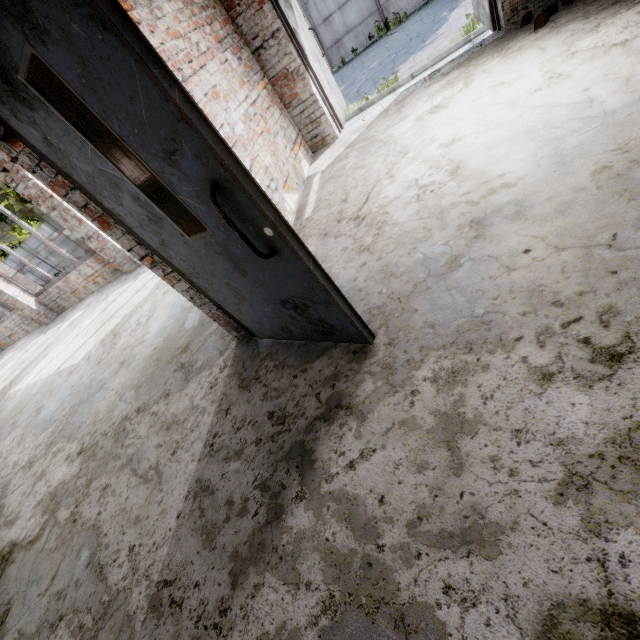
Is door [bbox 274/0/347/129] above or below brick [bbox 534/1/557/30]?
above

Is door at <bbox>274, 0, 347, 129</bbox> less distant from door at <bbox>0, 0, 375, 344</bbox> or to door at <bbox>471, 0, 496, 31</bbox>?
door at <bbox>471, 0, 496, 31</bbox>

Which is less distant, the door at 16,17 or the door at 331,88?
the door at 16,17

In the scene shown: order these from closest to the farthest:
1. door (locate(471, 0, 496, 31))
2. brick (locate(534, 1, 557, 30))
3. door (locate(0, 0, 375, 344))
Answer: door (locate(0, 0, 375, 344)) < brick (locate(534, 1, 557, 30)) < door (locate(471, 0, 496, 31))

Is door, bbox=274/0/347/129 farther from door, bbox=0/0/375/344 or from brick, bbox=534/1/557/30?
door, bbox=0/0/375/344

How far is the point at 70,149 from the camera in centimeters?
162cm

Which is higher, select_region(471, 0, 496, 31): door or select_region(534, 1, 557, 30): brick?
select_region(471, 0, 496, 31): door

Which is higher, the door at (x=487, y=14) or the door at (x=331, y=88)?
A: the door at (x=331, y=88)
